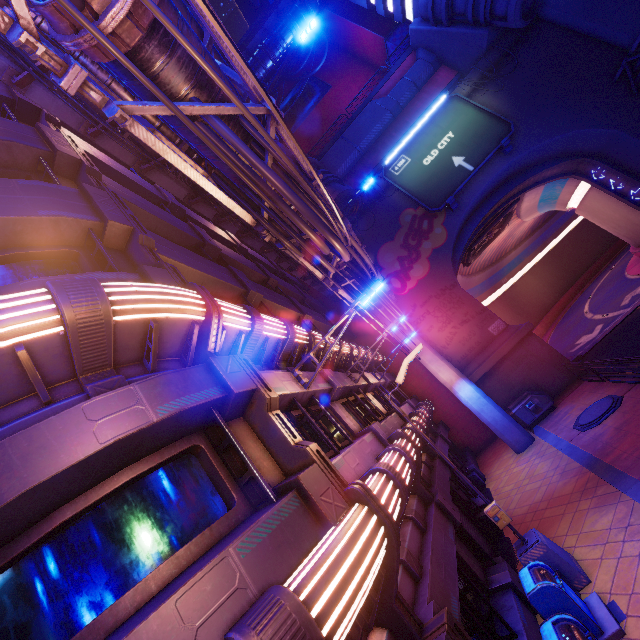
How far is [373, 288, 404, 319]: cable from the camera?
14.3 meters

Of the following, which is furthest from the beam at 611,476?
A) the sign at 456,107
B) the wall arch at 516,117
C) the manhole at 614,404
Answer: the sign at 456,107

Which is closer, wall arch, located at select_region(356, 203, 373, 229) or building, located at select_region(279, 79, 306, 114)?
wall arch, located at select_region(356, 203, 373, 229)

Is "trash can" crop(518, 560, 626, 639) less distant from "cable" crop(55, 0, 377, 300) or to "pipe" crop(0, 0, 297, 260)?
"cable" crop(55, 0, 377, 300)

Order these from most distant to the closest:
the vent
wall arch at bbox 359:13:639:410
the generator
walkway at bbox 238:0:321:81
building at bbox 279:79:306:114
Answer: building at bbox 279:79:306:114
walkway at bbox 238:0:321:81
the vent
wall arch at bbox 359:13:639:410
the generator

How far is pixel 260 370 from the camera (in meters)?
7.44

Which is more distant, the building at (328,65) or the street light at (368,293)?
the building at (328,65)

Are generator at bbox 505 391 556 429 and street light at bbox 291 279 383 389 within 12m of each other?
no
